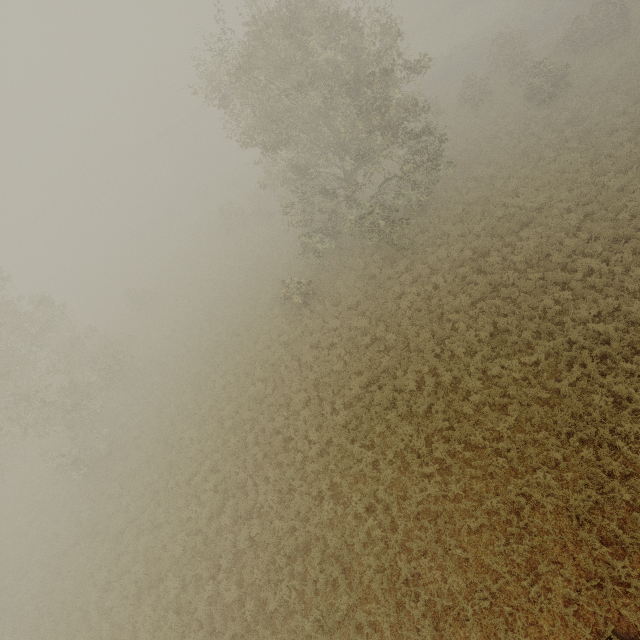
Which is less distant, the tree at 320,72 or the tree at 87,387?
the tree at 320,72

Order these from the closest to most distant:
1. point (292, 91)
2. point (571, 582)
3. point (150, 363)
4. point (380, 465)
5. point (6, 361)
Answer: point (571, 582), point (380, 465), point (292, 91), point (6, 361), point (150, 363)

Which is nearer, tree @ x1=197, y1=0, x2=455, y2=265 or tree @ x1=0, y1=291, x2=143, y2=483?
tree @ x1=197, y1=0, x2=455, y2=265
